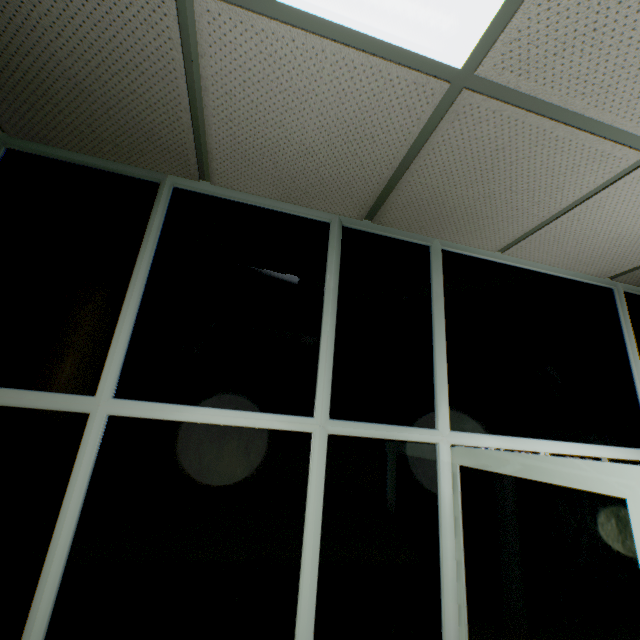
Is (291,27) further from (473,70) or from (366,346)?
(366,346)
